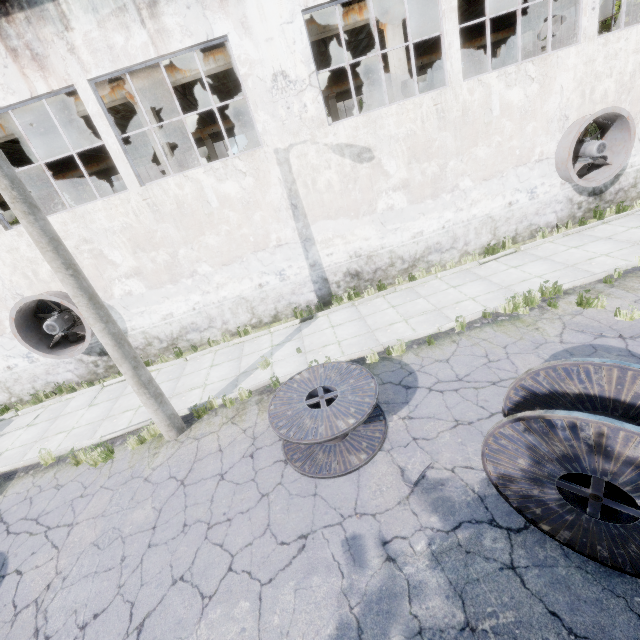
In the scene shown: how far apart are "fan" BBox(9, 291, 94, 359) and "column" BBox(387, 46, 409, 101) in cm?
1243

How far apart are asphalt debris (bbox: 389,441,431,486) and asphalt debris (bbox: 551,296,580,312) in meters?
5.0

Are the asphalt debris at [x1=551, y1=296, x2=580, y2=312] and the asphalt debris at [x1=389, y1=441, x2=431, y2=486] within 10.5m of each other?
yes

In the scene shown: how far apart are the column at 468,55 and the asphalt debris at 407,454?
26.4 meters

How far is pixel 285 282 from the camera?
11.02m

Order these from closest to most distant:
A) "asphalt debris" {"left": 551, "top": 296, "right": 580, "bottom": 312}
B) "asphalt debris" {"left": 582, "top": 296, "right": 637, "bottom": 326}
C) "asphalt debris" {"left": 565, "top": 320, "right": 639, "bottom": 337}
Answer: "asphalt debris" {"left": 565, "top": 320, "right": 639, "bottom": 337} < "asphalt debris" {"left": 582, "top": 296, "right": 637, "bottom": 326} < "asphalt debris" {"left": 551, "top": 296, "right": 580, "bottom": 312}

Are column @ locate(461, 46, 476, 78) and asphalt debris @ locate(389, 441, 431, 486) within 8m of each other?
no

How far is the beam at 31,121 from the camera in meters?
10.5
